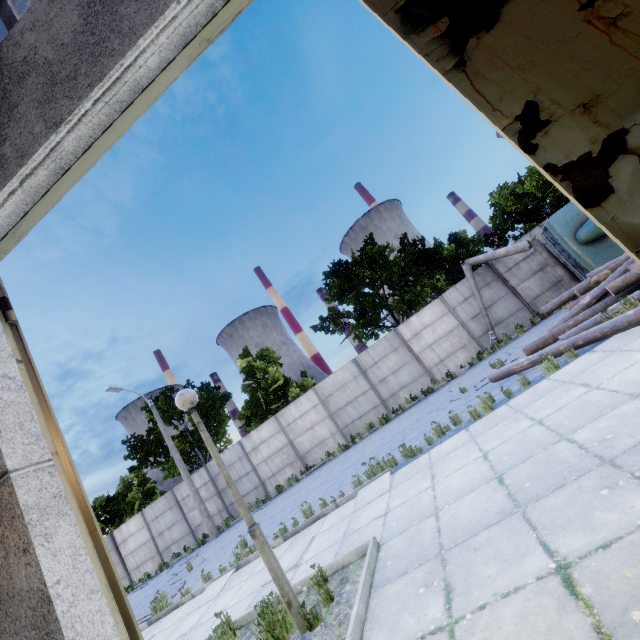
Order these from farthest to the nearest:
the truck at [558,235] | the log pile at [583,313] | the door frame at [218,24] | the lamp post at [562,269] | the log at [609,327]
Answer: the lamp post at [562,269] → the truck at [558,235] → the log pile at [583,313] → the log at [609,327] → the door frame at [218,24]

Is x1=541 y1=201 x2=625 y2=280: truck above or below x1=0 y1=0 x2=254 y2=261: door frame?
below

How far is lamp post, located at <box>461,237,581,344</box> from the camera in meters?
14.2 m

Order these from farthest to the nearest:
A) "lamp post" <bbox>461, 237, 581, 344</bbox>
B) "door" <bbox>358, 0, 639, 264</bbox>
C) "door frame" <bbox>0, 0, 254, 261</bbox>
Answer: "lamp post" <bbox>461, 237, 581, 344</bbox> → "door frame" <bbox>0, 0, 254, 261</bbox> → "door" <bbox>358, 0, 639, 264</bbox>

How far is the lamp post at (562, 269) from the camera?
14.2 meters

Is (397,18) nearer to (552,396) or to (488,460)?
(488,460)

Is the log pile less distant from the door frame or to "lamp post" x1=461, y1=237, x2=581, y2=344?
"lamp post" x1=461, y1=237, x2=581, y2=344

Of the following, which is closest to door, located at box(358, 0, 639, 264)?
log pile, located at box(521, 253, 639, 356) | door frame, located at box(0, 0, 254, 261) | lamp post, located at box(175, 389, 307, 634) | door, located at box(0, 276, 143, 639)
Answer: door frame, located at box(0, 0, 254, 261)
